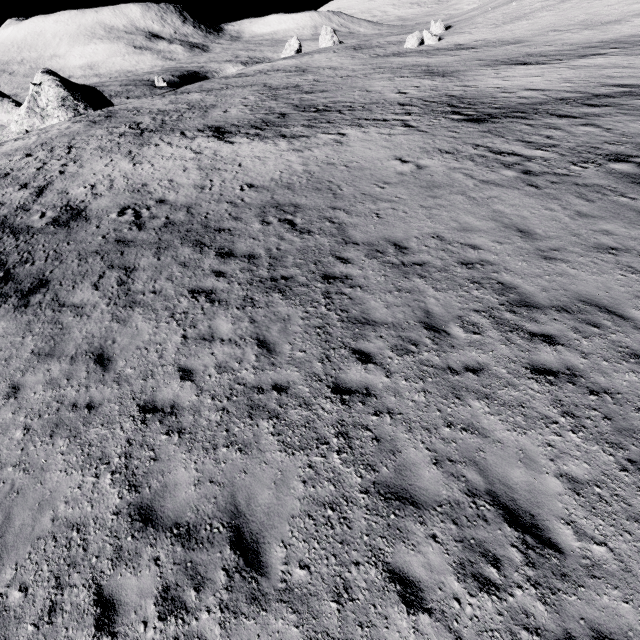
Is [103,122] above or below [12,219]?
above
